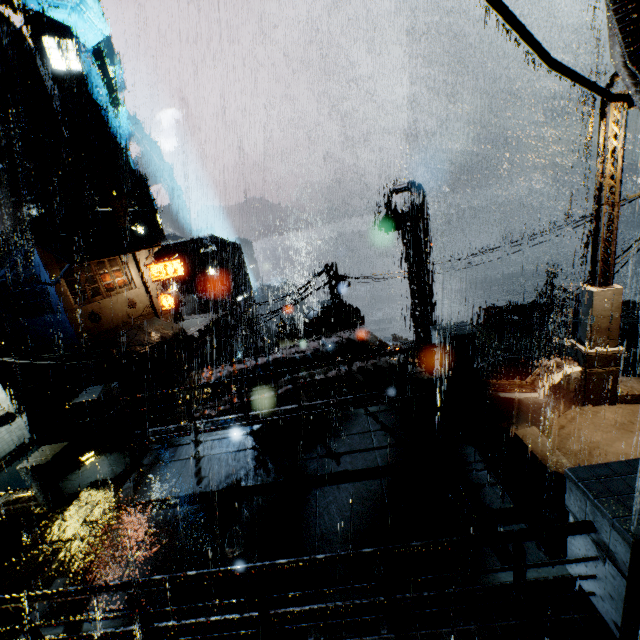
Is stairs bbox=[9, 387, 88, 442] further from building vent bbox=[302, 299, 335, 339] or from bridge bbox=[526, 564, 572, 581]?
bridge bbox=[526, 564, 572, 581]

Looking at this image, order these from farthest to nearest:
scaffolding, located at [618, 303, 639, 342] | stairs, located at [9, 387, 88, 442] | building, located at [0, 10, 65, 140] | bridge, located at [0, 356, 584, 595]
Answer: building, located at [0, 10, 65, 140]
stairs, located at [9, 387, 88, 442]
scaffolding, located at [618, 303, 639, 342]
bridge, located at [0, 356, 584, 595]

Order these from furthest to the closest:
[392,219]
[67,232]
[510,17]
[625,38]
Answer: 1. [67,232]
2. [392,219]
3. [510,17]
4. [625,38]

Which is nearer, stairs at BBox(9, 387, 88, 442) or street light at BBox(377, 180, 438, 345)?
street light at BBox(377, 180, 438, 345)

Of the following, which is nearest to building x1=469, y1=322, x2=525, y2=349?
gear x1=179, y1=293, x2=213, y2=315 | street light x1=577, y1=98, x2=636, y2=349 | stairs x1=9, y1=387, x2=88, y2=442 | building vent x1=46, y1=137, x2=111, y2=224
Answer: stairs x1=9, y1=387, x2=88, y2=442

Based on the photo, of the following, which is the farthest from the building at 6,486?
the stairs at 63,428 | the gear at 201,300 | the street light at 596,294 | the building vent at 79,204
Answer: the gear at 201,300

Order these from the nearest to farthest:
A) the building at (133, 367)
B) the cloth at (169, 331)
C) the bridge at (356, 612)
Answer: the bridge at (356, 612) < the building at (133, 367) < the cloth at (169, 331)

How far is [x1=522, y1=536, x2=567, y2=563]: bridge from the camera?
4.57m
